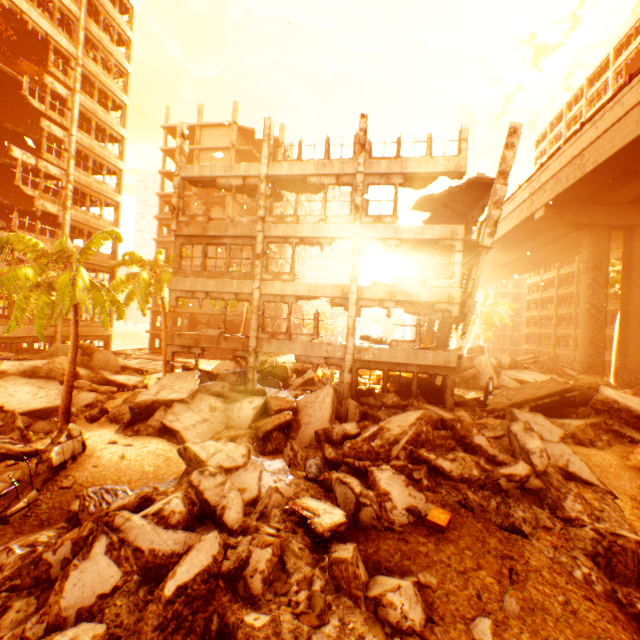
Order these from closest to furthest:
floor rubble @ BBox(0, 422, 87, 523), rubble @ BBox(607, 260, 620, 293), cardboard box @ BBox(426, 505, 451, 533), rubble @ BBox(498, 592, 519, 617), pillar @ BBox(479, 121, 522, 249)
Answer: rubble @ BBox(498, 592, 519, 617) < cardboard box @ BBox(426, 505, 451, 533) < floor rubble @ BBox(0, 422, 87, 523) < pillar @ BBox(479, 121, 522, 249) < rubble @ BBox(607, 260, 620, 293)

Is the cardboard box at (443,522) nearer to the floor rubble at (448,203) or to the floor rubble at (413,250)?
the floor rubble at (413,250)

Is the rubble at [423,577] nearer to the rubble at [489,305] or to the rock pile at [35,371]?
the rock pile at [35,371]

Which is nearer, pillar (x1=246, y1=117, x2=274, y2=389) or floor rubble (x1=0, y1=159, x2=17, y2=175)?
pillar (x1=246, y1=117, x2=274, y2=389)

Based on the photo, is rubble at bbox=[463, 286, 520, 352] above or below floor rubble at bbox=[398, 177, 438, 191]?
below

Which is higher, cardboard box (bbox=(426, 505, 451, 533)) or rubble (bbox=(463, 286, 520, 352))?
rubble (bbox=(463, 286, 520, 352))

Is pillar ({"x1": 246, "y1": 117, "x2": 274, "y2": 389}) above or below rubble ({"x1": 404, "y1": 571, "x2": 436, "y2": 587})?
above

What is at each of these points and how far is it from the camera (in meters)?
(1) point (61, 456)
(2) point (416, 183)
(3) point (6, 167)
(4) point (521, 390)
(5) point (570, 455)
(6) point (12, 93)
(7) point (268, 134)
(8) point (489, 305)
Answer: (1) floor rubble, 9.85
(2) floor rubble, 16.75
(3) floor rubble, 23.38
(4) floor rubble, 15.40
(5) rock pile, 10.30
(6) floor rubble, 24.56
(7) pillar, 16.73
(8) rubble, 45.88
